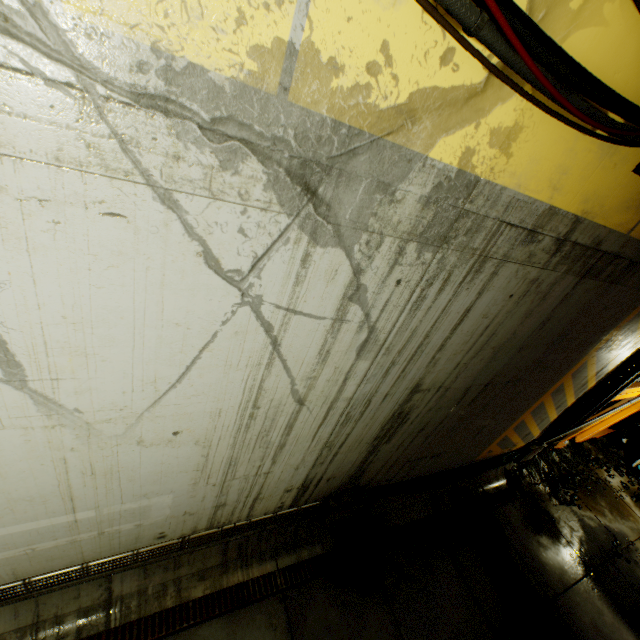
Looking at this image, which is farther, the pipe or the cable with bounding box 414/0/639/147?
the pipe

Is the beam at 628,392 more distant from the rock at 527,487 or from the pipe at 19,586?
the pipe at 19,586

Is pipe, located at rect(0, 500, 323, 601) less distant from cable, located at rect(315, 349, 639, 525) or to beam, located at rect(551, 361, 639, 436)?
cable, located at rect(315, 349, 639, 525)

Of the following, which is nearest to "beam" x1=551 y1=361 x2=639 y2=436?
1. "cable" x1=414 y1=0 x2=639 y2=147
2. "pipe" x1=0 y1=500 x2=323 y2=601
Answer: "cable" x1=414 y1=0 x2=639 y2=147

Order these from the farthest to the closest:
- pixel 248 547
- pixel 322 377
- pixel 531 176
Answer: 1. pixel 248 547
2. pixel 322 377
3. pixel 531 176

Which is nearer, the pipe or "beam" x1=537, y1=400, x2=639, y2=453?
the pipe

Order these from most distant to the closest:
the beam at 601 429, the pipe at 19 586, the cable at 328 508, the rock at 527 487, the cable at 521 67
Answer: the beam at 601 429, the rock at 527 487, the cable at 328 508, the pipe at 19 586, the cable at 521 67

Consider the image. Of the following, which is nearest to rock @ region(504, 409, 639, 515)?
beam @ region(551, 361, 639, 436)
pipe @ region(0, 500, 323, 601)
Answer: beam @ region(551, 361, 639, 436)
